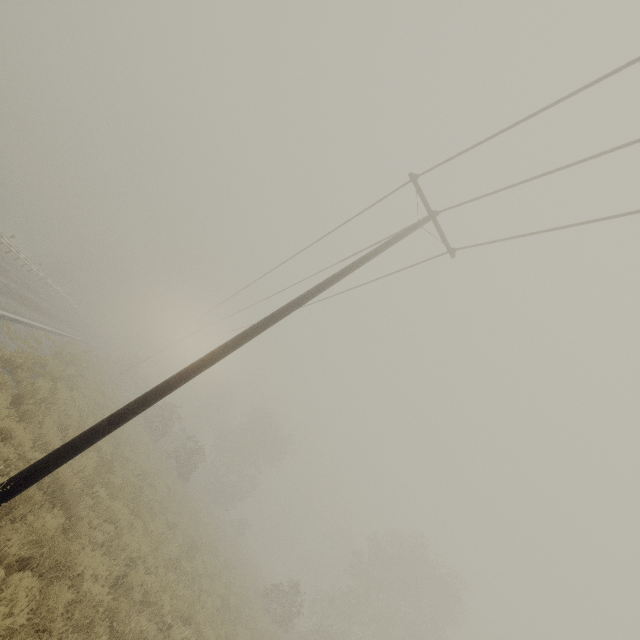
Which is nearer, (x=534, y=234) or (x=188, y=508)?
(x=534, y=234)
